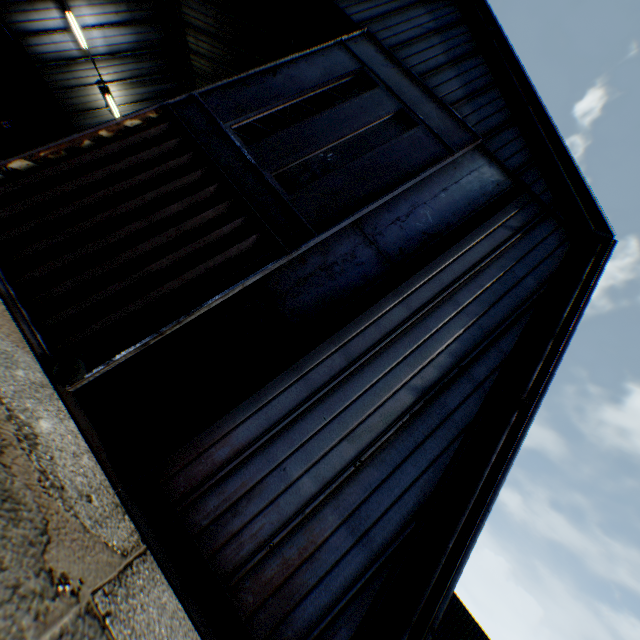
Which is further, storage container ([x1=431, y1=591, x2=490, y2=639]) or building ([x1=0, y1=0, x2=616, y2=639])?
storage container ([x1=431, y1=591, x2=490, y2=639])

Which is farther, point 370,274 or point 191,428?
point 370,274

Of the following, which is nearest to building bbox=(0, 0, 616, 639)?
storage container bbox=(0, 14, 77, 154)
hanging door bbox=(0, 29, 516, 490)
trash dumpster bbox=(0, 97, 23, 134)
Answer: hanging door bbox=(0, 29, 516, 490)

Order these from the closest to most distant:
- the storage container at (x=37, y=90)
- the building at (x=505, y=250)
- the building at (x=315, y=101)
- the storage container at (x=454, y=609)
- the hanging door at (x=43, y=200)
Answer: the building at (x=505, y=250), the hanging door at (x=43, y=200), the storage container at (x=37, y=90), the building at (x=315, y=101), the storage container at (x=454, y=609)

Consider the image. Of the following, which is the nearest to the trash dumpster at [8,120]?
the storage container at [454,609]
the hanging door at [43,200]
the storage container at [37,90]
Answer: the storage container at [37,90]

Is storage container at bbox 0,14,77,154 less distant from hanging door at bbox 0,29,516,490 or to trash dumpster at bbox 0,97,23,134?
trash dumpster at bbox 0,97,23,134

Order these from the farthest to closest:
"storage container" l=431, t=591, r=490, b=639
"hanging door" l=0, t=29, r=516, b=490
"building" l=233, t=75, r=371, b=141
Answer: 1. "storage container" l=431, t=591, r=490, b=639
2. "building" l=233, t=75, r=371, b=141
3. "hanging door" l=0, t=29, r=516, b=490

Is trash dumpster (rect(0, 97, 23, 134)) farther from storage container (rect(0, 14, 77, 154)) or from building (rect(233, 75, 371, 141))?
building (rect(233, 75, 371, 141))
